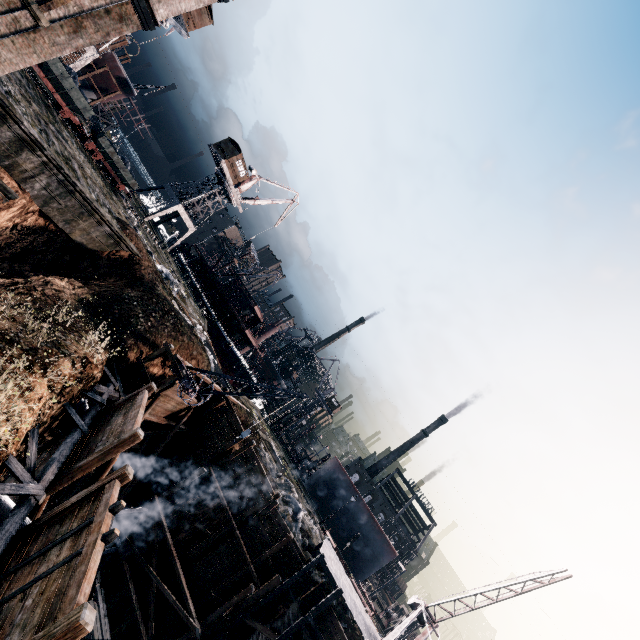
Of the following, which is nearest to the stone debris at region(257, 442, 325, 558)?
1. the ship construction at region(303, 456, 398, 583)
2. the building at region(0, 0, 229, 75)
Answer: the ship construction at region(303, 456, 398, 583)

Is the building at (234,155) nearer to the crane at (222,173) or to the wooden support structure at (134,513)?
the crane at (222,173)

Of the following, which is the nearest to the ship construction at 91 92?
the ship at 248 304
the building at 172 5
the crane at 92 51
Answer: the crane at 92 51

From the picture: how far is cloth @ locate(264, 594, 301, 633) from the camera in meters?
21.0

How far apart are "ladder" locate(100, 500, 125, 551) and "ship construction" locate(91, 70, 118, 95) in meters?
55.0 m

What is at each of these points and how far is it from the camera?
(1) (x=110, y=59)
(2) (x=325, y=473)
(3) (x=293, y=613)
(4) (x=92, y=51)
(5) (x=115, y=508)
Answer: (1) ship construction, 41.9m
(2) ship construction, 51.6m
(3) cloth, 21.2m
(4) crane, 33.2m
(5) ladder, 9.5m

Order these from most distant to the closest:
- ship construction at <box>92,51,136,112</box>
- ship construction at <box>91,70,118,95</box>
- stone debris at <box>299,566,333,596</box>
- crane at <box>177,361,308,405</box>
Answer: ship construction at <box>91,70,118,95</box>
ship construction at <box>92,51,136,112</box>
stone debris at <box>299,566,333,596</box>
crane at <box>177,361,308,405</box>

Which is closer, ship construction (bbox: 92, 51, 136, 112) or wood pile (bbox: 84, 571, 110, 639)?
wood pile (bbox: 84, 571, 110, 639)
